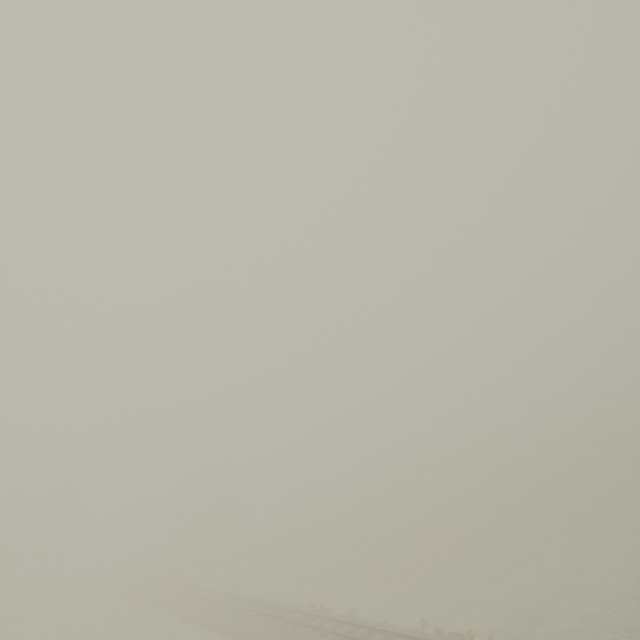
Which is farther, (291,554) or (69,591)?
(291,554)
